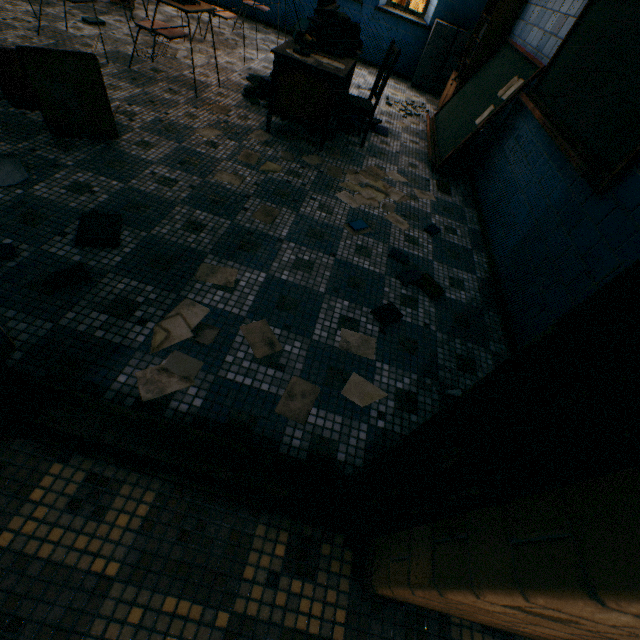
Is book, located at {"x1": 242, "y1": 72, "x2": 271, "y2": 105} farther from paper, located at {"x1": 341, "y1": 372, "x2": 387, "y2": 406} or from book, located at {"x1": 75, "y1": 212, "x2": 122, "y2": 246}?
paper, located at {"x1": 341, "y1": 372, "x2": 387, "y2": 406}

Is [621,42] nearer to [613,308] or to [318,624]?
[613,308]

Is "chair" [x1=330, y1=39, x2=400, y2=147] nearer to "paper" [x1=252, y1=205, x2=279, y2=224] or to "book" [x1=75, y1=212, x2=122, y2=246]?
"paper" [x1=252, y1=205, x2=279, y2=224]

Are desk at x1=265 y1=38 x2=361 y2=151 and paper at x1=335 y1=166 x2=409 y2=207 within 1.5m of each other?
yes

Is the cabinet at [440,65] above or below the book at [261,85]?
above

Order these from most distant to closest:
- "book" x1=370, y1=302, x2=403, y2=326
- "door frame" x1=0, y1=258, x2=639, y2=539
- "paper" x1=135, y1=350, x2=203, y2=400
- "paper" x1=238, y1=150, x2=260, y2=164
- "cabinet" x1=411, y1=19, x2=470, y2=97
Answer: "cabinet" x1=411, y1=19, x2=470, y2=97 < "paper" x1=238, y1=150, x2=260, y2=164 < "book" x1=370, y1=302, x2=403, y2=326 < "paper" x1=135, y1=350, x2=203, y2=400 < "door frame" x1=0, y1=258, x2=639, y2=539

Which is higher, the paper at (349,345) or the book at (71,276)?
the book at (71,276)

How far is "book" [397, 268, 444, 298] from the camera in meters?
2.4
